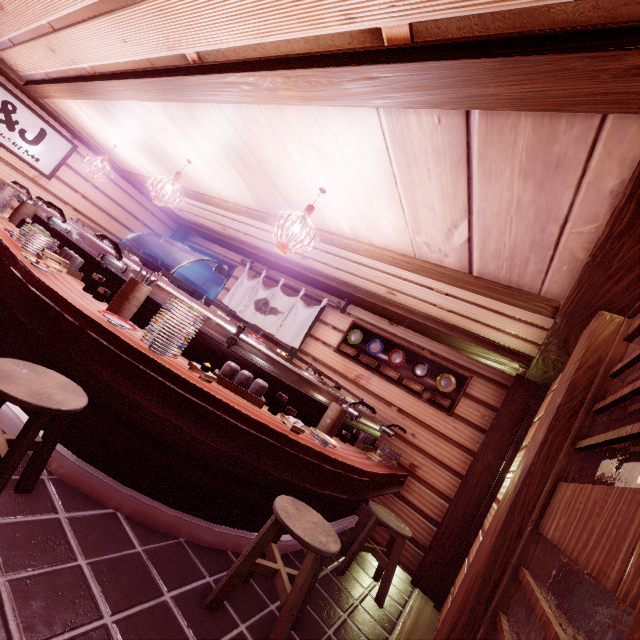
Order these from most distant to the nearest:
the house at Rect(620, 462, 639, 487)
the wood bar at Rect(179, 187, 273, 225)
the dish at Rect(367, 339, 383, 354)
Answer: the house at Rect(620, 462, 639, 487)
the dish at Rect(367, 339, 383, 354)
the wood bar at Rect(179, 187, 273, 225)

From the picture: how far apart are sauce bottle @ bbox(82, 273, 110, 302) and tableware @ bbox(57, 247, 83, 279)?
1.07m

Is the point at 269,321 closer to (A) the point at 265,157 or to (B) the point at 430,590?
(A) the point at 265,157

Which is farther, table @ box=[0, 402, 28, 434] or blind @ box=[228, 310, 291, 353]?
blind @ box=[228, 310, 291, 353]

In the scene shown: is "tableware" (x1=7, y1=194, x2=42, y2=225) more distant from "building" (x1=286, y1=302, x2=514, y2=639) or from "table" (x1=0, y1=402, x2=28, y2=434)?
"building" (x1=286, y1=302, x2=514, y2=639)

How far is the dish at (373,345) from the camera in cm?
941

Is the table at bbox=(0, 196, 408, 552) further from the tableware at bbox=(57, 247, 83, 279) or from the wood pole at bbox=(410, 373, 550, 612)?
the wood pole at bbox=(410, 373, 550, 612)

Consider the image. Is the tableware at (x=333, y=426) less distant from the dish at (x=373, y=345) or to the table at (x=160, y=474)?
the table at (x=160, y=474)
